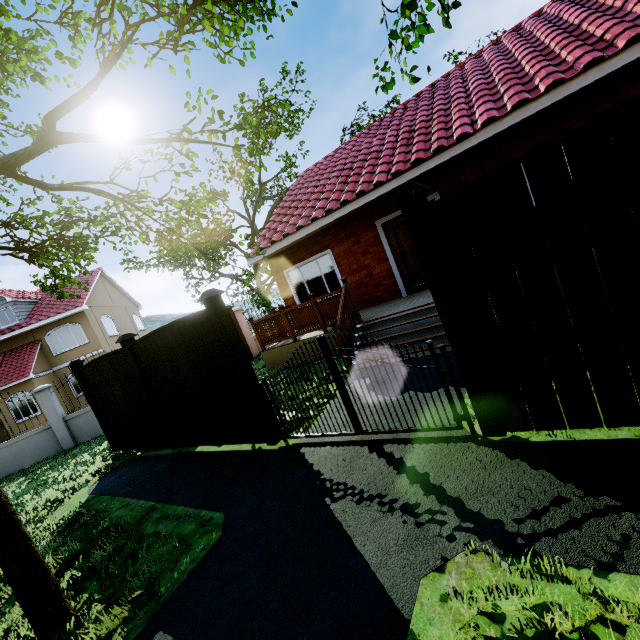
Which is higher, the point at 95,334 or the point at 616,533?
the point at 95,334

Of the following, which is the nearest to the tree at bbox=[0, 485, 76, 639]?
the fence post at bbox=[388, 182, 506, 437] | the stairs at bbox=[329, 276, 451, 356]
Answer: the fence post at bbox=[388, 182, 506, 437]

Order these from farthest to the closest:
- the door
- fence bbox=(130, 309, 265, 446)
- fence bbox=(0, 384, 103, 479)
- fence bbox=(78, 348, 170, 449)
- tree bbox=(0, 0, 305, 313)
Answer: fence bbox=(0, 384, 103, 479), the door, fence bbox=(78, 348, 170, 449), fence bbox=(130, 309, 265, 446), tree bbox=(0, 0, 305, 313)

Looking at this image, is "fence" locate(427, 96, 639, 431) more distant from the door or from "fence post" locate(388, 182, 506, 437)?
the door

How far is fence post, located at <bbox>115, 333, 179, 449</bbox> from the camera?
6.4m

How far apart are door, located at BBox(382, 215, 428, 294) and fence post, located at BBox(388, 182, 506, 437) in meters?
5.4

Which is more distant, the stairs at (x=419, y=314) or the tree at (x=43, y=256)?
the stairs at (x=419, y=314)

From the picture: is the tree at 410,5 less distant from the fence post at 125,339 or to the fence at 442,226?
the fence at 442,226
